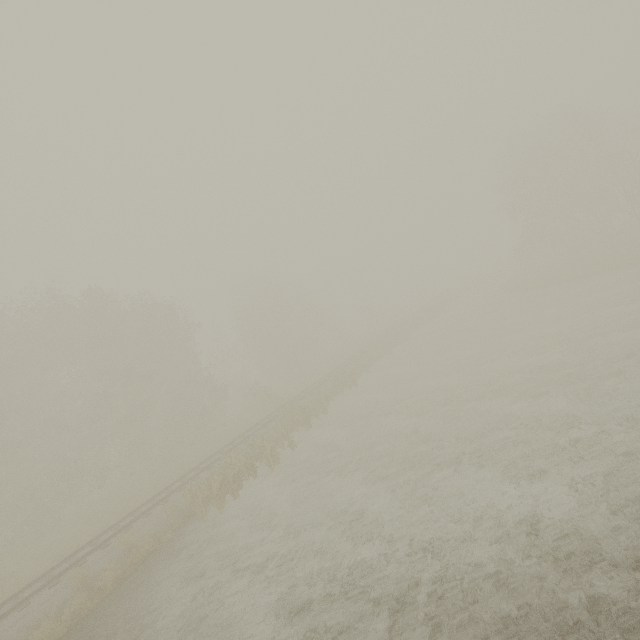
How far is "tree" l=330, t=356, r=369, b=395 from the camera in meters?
26.4 m

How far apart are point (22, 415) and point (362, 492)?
29.27m

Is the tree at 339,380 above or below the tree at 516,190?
below

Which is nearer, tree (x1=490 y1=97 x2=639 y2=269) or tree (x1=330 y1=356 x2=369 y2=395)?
tree (x1=330 y1=356 x2=369 y2=395)

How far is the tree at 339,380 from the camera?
26.4m

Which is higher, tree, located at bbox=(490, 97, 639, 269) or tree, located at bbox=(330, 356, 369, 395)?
tree, located at bbox=(490, 97, 639, 269)
